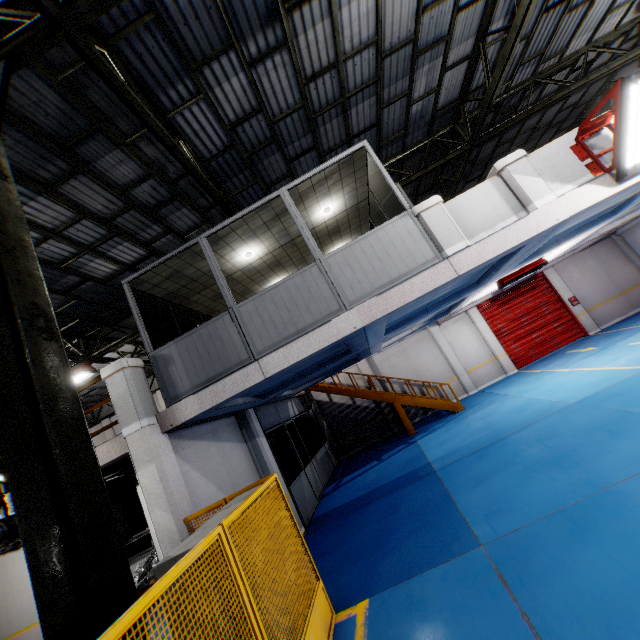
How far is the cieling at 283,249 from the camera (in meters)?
7.11

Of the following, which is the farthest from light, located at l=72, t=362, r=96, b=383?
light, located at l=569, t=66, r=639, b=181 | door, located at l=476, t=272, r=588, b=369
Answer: door, located at l=476, t=272, r=588, b=369

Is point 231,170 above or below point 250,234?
above

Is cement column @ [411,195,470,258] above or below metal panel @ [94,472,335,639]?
above

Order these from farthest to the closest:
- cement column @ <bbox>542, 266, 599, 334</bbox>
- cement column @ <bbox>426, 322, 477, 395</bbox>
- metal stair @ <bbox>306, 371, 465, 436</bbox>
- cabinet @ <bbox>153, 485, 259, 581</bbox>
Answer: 1. cement column @ <bbox>426, 322, 477, 395</bbox>
2. cement column @ <bbox>542, 266, 599, 334</bbox>
3. metal stair @ <bbox>306, 371, 465, 436</bbox>
4. cabinet @ <bbox>153, 485, 259, 581</bbox>

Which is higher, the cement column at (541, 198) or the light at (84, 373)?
the light at (84, 373)

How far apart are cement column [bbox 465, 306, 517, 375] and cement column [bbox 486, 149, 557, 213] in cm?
1143

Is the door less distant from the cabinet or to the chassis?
the cabinet
